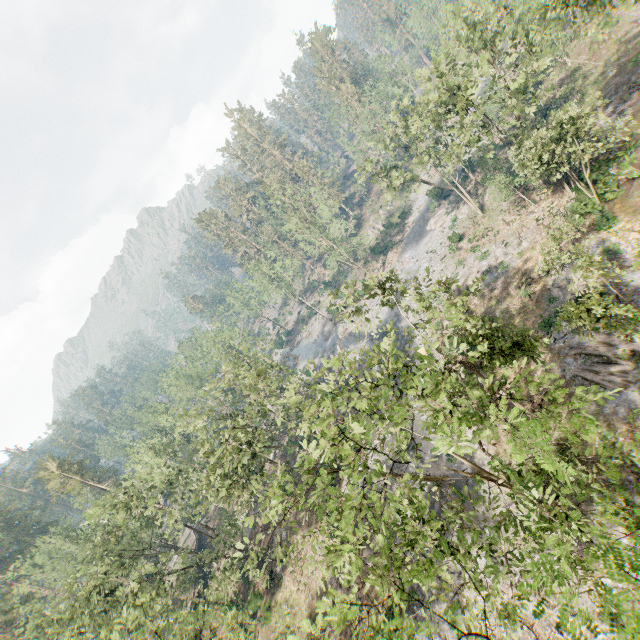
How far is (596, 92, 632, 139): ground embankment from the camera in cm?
2859

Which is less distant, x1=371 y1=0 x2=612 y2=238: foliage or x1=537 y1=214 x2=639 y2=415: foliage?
x1=537 y1=214 x2=639 y2=415: foliage

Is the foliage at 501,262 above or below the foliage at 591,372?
below

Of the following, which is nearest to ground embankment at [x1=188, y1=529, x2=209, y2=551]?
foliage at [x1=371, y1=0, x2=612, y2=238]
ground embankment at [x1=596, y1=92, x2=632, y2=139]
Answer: foliage at [x1=371, y1=0, x2=612, y2=238]

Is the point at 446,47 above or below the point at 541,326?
above

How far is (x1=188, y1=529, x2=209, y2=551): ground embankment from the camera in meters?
51.4 m

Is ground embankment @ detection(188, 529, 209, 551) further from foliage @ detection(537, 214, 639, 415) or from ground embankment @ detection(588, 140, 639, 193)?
ground embankment @ detection(588, 140, 639, 193)

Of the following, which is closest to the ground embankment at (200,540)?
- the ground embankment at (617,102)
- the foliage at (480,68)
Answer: the foliage at (480,68)
